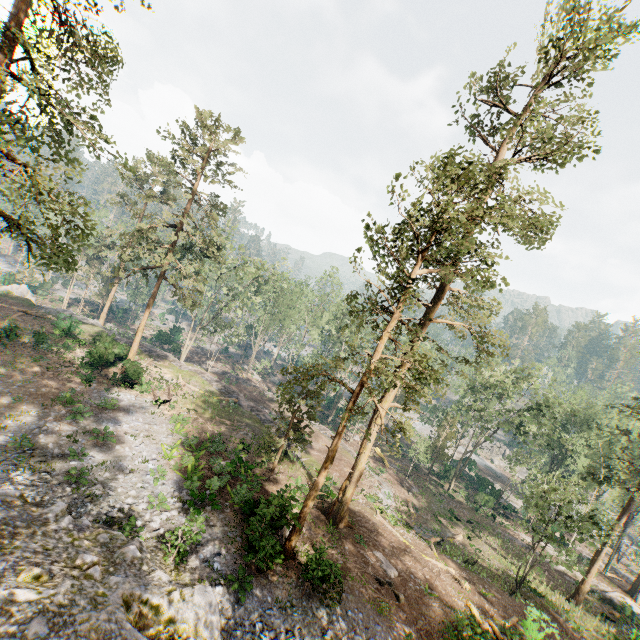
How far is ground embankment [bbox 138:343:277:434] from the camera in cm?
3206

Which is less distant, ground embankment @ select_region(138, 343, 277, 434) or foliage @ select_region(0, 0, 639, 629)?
→ foliage @ select_region(0, 0, 639, 629)

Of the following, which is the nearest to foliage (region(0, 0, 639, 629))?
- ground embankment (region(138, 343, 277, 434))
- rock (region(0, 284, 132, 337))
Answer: rock (region(0, 284, 132, 337))

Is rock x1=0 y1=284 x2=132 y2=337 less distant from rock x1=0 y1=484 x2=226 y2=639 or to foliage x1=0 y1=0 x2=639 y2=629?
foliage x1=0 y1=0 x2=639 y2=629

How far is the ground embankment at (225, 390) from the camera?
32.1m

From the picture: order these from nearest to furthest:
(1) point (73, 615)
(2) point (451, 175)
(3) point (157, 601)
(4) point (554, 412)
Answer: (1) point (73, 615), (3) point (157, 601), (2) point (451, 175), (4) point (554, 412)

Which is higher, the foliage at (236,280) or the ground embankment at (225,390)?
the foliage at (236,280)

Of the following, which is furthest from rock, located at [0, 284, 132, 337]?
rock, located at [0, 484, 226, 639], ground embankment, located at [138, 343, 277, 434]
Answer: rock, located at [0, 484, 226, 639]
